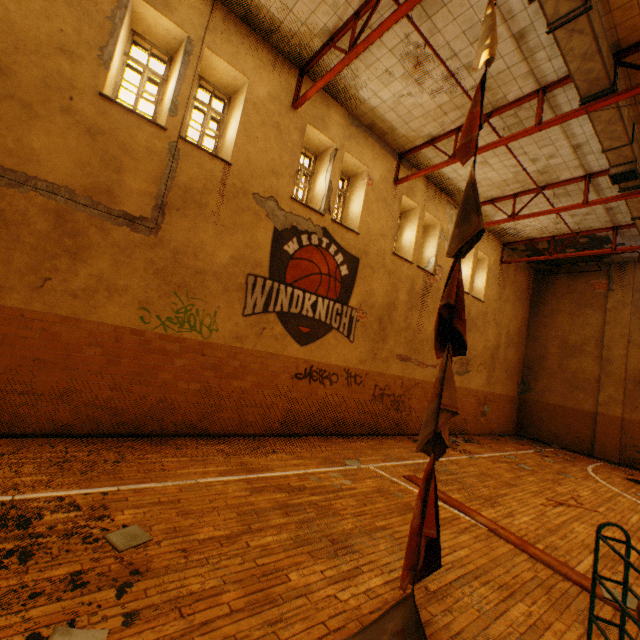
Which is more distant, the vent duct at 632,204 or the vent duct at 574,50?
the vent duct at 632,204

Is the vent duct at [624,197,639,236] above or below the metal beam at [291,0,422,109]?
above

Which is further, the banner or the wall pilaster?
the wall pilaster

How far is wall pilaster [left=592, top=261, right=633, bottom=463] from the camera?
13.84m

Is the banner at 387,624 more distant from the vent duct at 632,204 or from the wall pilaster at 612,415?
the wall pilaster at 612,415

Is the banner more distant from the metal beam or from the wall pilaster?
the wall pilaster

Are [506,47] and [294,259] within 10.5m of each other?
yes

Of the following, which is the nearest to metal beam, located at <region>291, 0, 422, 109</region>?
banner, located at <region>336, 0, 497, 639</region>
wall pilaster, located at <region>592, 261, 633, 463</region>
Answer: banner, located at <region>336, 0, 497, 639</region>
